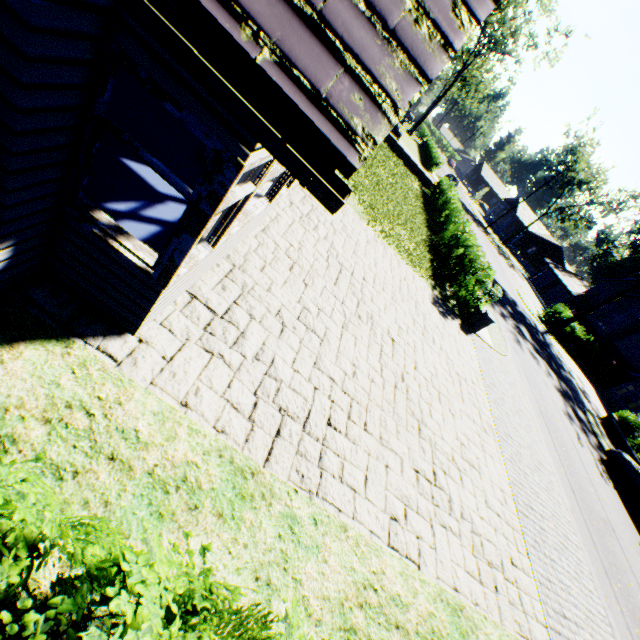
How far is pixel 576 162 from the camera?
47.94m

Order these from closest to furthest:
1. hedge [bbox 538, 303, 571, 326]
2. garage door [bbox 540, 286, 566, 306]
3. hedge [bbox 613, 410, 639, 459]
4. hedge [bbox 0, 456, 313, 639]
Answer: hedge [bbox 0, 456, 313, 639] < hedge [bbox 613, 410, 639, 459] < hedge [bbox 538, 303, 571, 326] < garage door [bbox 540, 286, 566, 306]

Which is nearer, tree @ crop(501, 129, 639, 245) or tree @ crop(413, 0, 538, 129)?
tree @ crop(413, 0, 538, 129)

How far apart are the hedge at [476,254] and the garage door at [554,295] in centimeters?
3713cm

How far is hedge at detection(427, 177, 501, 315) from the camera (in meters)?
12.95

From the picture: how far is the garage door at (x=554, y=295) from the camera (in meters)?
45.50

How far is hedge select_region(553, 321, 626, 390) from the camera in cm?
3228

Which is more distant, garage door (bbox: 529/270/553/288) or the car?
garage door (bbox: 529/270/553/288)
